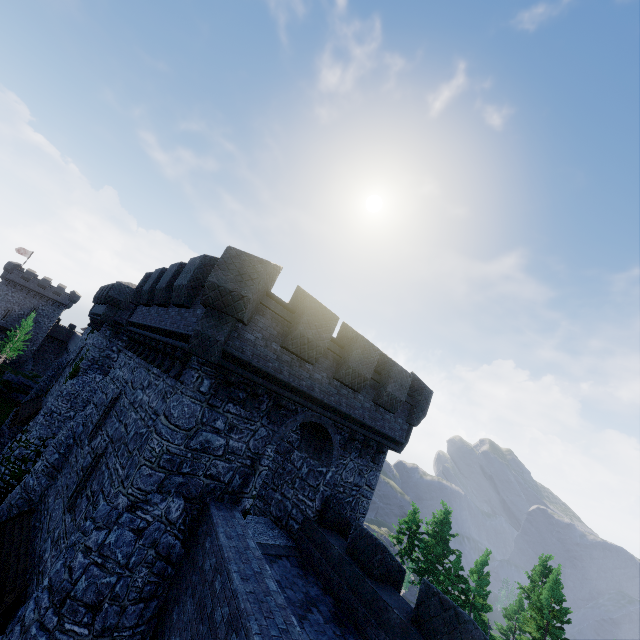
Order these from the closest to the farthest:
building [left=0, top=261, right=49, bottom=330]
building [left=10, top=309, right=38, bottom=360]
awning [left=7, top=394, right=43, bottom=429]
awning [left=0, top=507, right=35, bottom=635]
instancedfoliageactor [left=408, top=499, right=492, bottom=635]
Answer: awning [left=0, top=507, right=35, bottom=635]
awning [left=7, top=394, right=43, bottom=429]
instancedfoliageactor [left=408, top=499, right=492, bottom=635]
building [left=0, top=261, right=49, bottom=330]
building [left=10, top=309, right=38, bottom=360]

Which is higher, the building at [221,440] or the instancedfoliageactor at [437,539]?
the building at [221,440]

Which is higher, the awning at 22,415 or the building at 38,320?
the building at 38,320

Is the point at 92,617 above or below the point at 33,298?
below

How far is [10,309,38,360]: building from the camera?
58.5m

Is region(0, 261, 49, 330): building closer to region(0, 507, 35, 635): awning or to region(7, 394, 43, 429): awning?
region(7, 394, 43, 429): awning

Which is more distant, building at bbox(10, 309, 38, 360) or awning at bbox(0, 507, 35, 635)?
building at bbox(10, 309, 38, 360)

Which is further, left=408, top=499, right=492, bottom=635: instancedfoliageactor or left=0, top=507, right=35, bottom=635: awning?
left=408, top=499, right=492, bottom=635: instancedfoliageactor
